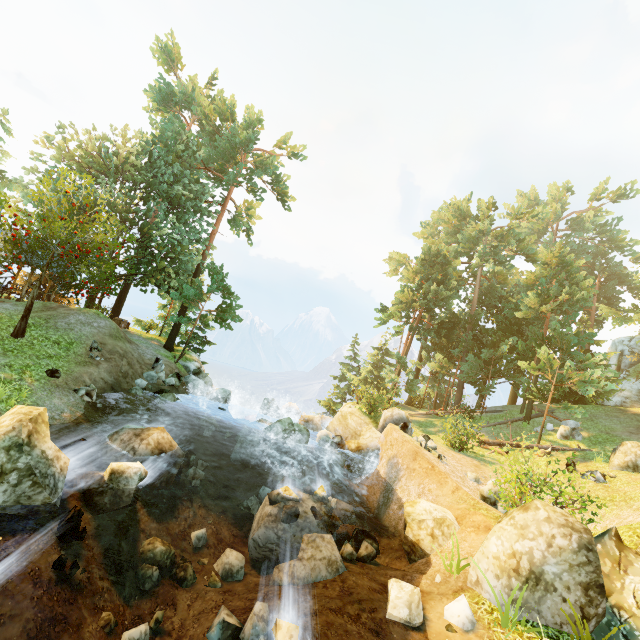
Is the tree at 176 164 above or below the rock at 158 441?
above

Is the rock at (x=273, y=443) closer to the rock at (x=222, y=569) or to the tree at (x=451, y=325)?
the tree at (x=451, y=325)

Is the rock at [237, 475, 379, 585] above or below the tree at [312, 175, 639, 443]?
below

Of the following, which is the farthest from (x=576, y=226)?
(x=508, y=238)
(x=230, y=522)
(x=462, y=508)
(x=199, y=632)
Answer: (x=199, y=632)

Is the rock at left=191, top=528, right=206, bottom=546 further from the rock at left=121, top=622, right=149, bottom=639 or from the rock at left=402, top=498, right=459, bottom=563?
the rock at left=402, top=498, right=459, bottom=563

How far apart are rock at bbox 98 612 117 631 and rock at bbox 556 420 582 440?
24.7m

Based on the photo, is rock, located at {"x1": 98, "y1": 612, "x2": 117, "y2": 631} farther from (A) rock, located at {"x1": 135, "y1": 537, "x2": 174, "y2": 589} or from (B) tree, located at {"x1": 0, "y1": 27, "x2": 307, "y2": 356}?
(B) tree, located at {"x1": 0, "y1": 27, "x2": 307, "y2": 356}

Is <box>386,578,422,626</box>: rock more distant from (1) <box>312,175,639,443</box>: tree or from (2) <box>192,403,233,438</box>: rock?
(1) <box>312,175,639,443</box>: tree
